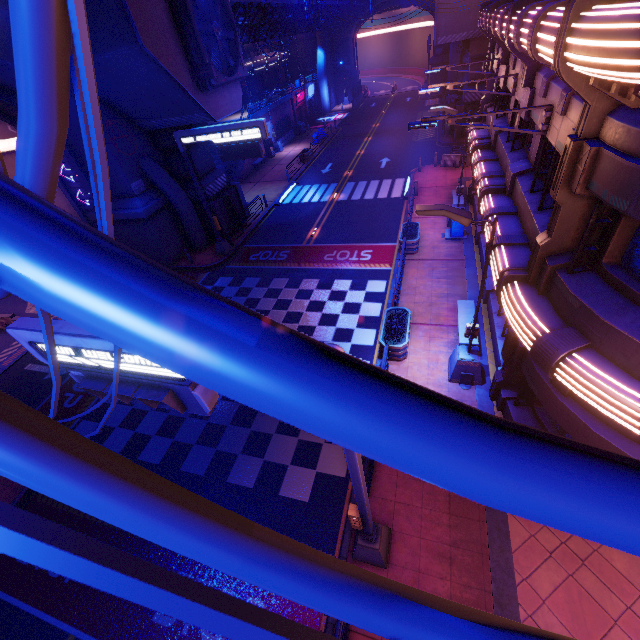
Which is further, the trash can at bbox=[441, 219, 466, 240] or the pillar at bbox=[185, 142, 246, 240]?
the pillar at bbox=[185, 142, 246, 240]

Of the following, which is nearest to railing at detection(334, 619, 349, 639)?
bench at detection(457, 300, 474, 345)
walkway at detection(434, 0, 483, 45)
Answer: bench at detection(457, 300, 474, 345)

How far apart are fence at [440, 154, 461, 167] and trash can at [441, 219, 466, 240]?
10.4m

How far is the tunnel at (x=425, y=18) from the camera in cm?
4866

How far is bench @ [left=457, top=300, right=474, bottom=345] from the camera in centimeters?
1163cm

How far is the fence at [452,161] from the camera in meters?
25.6

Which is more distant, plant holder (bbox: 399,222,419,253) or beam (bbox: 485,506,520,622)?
plant holder (bbox: 399,222,419,253)

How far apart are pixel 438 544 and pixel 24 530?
9.7m
